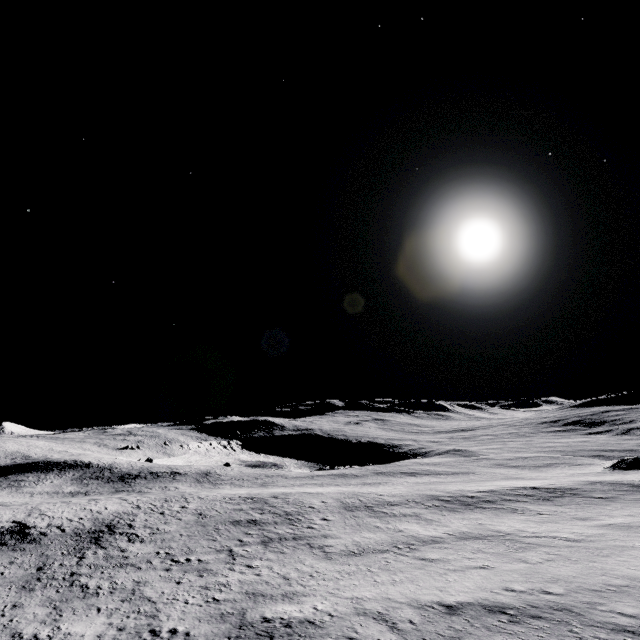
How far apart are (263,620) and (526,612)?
12.3m
